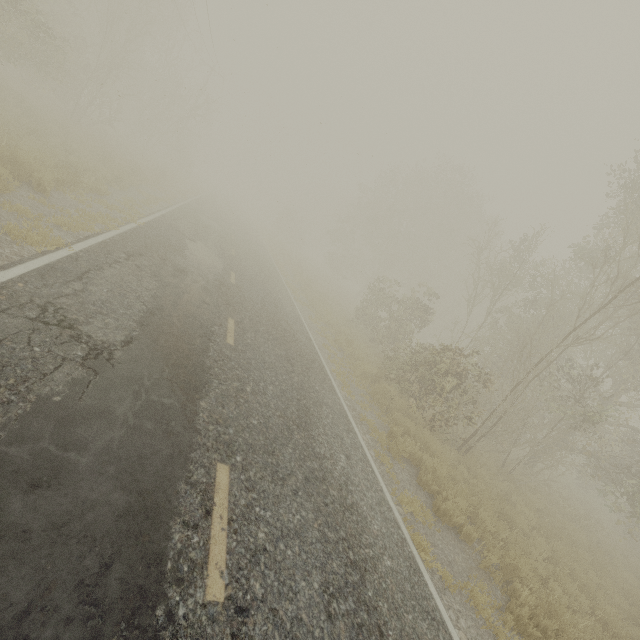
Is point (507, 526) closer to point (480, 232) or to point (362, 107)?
point (362, 107)
